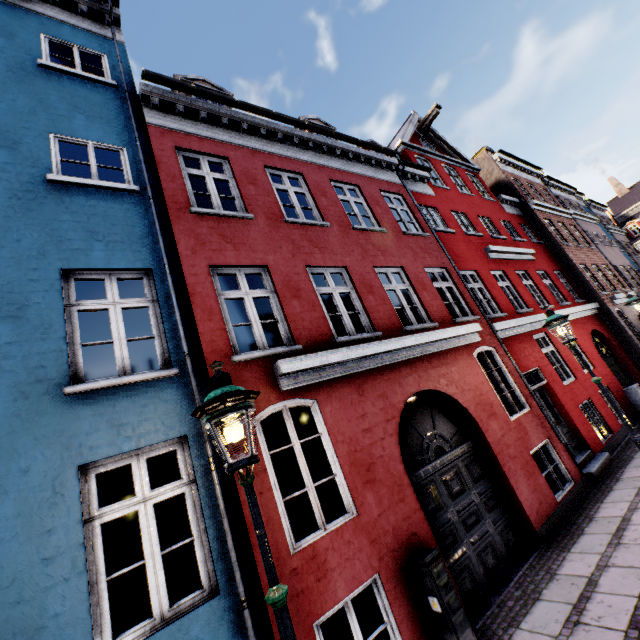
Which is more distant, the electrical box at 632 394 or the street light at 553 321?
the electrical box at 632 394

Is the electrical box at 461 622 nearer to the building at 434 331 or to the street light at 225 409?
the building at 434 331

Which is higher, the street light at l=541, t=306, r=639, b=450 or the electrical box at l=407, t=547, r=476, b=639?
the street light at l=541, t=306, r=639, b=450

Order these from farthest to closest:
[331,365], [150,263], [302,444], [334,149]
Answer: [302,444] < [334,149] < [331,365] < [150,263]

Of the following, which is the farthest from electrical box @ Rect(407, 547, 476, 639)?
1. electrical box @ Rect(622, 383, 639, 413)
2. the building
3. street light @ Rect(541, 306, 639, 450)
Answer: electrical box @ Rect(622, 383, 639, 413)

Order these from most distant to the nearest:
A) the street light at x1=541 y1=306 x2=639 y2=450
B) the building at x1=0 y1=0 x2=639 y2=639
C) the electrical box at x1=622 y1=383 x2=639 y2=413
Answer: the electrical box at x1=622 y1=383 x2=639 y2=413 < the street light at x1=541 y1=306 x2=639 y2=450 < the building at x1=0 y1=0 x2=639 y2=639

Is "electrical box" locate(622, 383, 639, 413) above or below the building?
below
